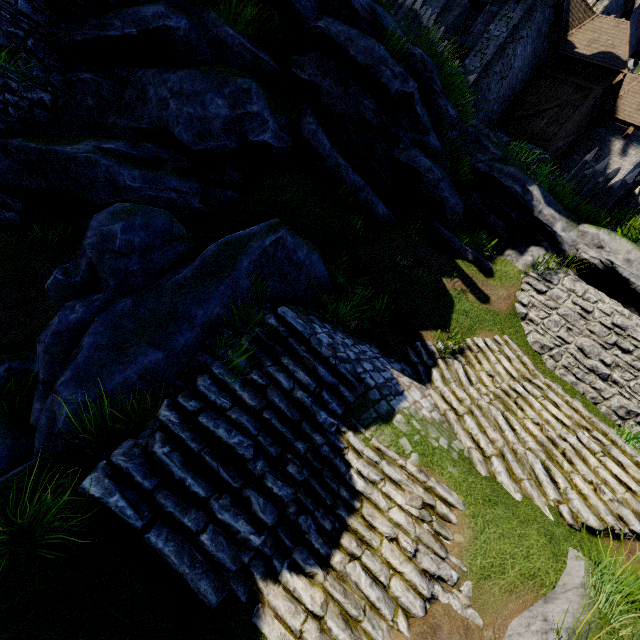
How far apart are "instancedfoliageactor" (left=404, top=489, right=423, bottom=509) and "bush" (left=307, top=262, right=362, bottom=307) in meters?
4.4

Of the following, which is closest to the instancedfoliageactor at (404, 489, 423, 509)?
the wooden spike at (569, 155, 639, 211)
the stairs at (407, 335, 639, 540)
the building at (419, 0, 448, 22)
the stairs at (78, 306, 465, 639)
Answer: the stairs at (78, 306, 465, 639)

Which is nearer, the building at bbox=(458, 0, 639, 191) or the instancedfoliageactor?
the instancedfoliageactor

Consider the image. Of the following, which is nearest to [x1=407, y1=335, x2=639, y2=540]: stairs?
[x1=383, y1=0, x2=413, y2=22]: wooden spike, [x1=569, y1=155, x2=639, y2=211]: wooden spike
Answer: [x1=569, y1=155, x2=639, y2=211]: wooden spike

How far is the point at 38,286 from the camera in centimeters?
796cm

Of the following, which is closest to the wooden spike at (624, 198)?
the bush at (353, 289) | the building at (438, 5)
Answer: the building at (438, 5)

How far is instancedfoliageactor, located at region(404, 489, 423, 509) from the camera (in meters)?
4.92

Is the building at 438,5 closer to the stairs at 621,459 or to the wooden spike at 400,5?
the wooden spike at 400,5
